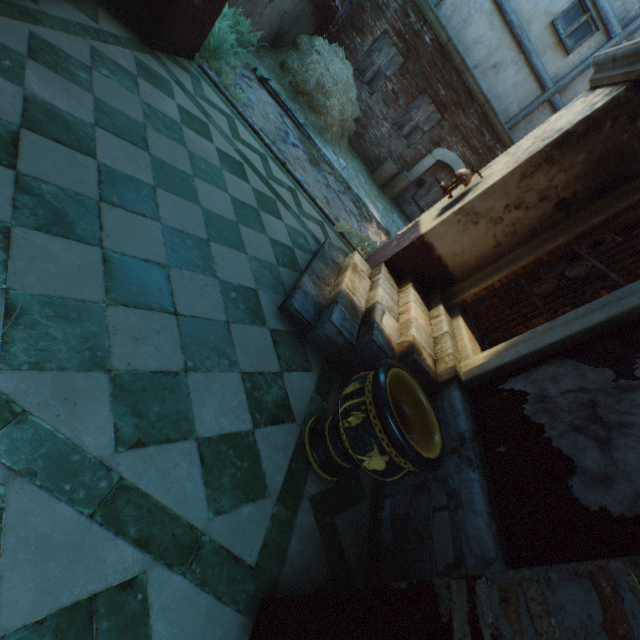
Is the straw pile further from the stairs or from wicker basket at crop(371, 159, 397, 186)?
the stairs

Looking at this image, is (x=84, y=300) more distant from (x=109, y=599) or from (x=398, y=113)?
(x=398, y=113)

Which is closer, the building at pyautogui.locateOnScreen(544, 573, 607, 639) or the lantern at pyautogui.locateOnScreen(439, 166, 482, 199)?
the building at pyautogui.locateOnScreen(544, 573, 607, 639)

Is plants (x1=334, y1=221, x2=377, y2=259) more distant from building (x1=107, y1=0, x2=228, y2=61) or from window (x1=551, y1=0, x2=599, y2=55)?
window (x1=551, y1=0, x2=599, y2=55)

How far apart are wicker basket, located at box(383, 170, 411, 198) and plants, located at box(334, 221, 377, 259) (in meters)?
5.89

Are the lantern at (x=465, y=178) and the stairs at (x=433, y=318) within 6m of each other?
yes

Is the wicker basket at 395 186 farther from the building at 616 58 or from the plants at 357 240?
the plants at 357 240

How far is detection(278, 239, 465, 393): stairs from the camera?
3.2m
